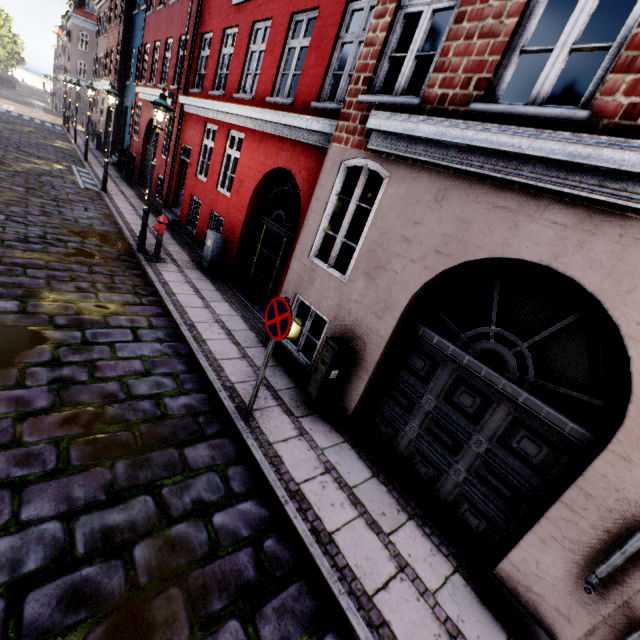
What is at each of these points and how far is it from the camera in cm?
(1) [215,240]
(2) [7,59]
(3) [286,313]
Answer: (1) electrical box, 903
(2) tree, 4578
(3) sign, 383

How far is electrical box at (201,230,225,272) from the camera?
9.1m

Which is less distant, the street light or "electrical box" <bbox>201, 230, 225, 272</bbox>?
the street light

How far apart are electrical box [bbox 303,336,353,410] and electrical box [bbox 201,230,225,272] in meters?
5.6 m

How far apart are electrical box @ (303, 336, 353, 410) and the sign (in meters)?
1.16

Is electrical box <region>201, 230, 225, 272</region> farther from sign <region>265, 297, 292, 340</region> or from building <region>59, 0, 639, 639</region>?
sign <region>265, 297, 292, 340</region>

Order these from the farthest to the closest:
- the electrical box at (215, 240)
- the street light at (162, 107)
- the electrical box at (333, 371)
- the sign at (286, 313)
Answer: the electrical box at (215, 240)
the street light at (162, 107)
the electrical box at (333, 371)
the sign at (286, 313)

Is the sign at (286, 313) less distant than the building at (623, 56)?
No
